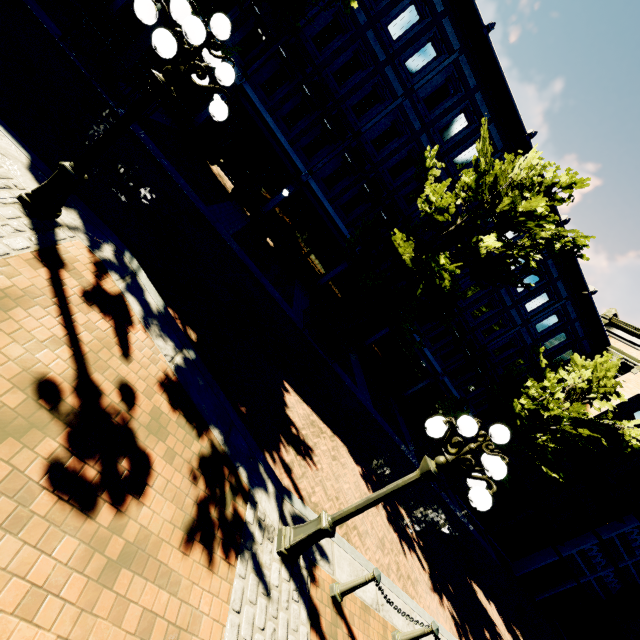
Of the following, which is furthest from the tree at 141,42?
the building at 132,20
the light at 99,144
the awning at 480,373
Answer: the light at 99,144

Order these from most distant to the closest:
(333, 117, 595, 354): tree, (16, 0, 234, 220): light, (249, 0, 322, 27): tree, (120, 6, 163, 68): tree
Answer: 1. (333, 117, 595, 354): tree
2. (120, 6, 163, 68): tree
3. (249, 0, 322, 27): tree
4. (16, 0, 234, 220): light

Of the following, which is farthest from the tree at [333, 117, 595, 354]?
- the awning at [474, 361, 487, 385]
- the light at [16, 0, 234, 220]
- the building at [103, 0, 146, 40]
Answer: the light at [16, 0, 234, 220]

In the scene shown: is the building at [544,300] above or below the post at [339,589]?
above

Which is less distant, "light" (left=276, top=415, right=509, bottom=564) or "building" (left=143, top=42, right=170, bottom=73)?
"light" (left=276, top=415, right=509, bottom=564)

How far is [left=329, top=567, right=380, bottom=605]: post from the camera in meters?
5.1

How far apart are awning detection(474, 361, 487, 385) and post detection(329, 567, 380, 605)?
17.72m

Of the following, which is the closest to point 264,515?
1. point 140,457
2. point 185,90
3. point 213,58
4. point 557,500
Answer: point 140,457
